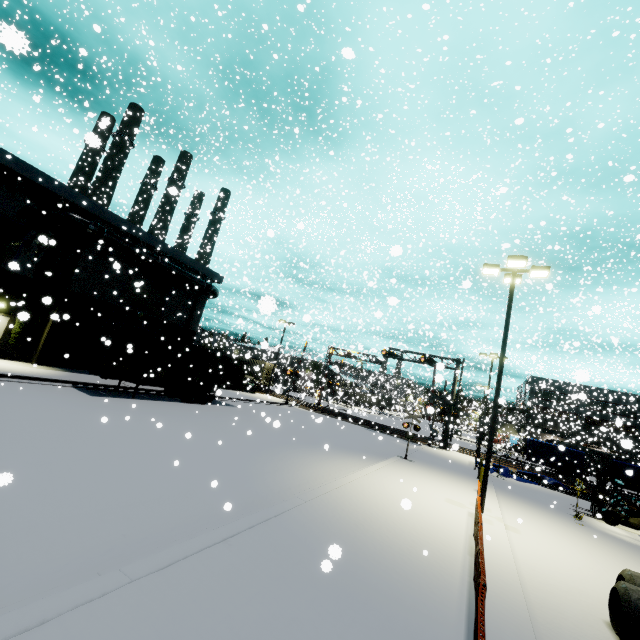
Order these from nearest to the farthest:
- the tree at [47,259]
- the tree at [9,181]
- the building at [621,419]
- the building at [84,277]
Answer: the tree at [9,181]
the building at [84,277]
the tree at [47,259]
the building at [621,419]

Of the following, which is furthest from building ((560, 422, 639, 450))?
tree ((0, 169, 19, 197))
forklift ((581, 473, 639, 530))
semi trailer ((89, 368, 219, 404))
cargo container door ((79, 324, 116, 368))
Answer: cargo container door ((79, 324, 116, 368))

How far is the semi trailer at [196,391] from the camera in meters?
17.4 m

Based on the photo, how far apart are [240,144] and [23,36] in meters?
55.7

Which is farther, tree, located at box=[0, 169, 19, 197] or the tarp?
the tarp

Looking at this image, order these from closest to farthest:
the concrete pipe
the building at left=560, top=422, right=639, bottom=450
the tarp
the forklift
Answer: the concrete pipe
the building at left=560, top=422, right=639, bottom=450
the forklift
the tarp

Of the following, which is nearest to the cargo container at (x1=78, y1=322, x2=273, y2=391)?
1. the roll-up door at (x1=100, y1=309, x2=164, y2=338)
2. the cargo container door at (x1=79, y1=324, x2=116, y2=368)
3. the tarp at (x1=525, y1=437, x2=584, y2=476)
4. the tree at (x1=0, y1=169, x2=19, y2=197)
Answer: the cargo container door at (x1=79, y1=324, x2=116, y2=368)

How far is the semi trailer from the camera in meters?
17.4 m
